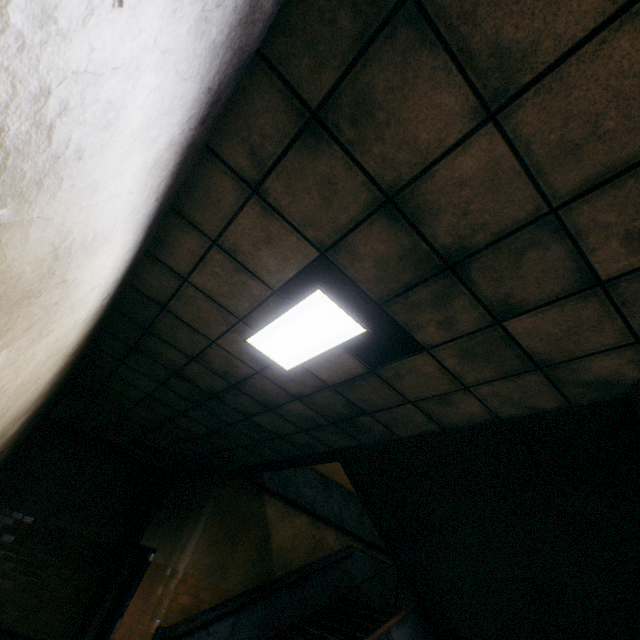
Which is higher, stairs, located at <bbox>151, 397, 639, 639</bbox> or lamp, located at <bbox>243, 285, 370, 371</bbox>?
lamp, located at <bbox>243, 285, 370, 371</bbox>

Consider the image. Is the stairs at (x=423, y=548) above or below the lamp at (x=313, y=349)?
below

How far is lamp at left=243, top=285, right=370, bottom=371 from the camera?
2.9 meters

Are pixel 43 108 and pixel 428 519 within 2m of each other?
no

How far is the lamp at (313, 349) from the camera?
2.91m
